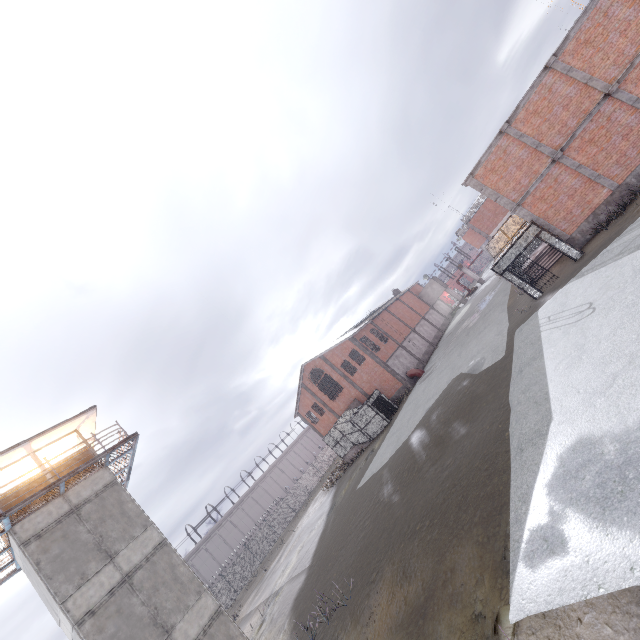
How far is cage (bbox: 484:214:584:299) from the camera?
16.3 meters

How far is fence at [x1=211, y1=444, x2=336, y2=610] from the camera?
37.6m

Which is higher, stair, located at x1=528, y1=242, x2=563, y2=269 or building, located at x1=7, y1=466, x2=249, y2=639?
building, located at x1=7, y1=466, x2=249, y2=639

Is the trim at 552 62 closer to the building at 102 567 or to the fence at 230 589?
the fence at 230 589

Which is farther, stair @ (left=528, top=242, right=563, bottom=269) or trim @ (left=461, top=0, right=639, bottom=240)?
stair @ (left=528, top=242, right=563, bottom=269)

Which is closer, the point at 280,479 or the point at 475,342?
the point at 475,342

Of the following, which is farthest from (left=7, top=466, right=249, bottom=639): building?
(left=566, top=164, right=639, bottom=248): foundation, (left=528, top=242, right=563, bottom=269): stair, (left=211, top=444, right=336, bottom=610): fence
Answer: (left=566, top=164, right=639, bottom=248): foundation

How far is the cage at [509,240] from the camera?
16.3 meters
